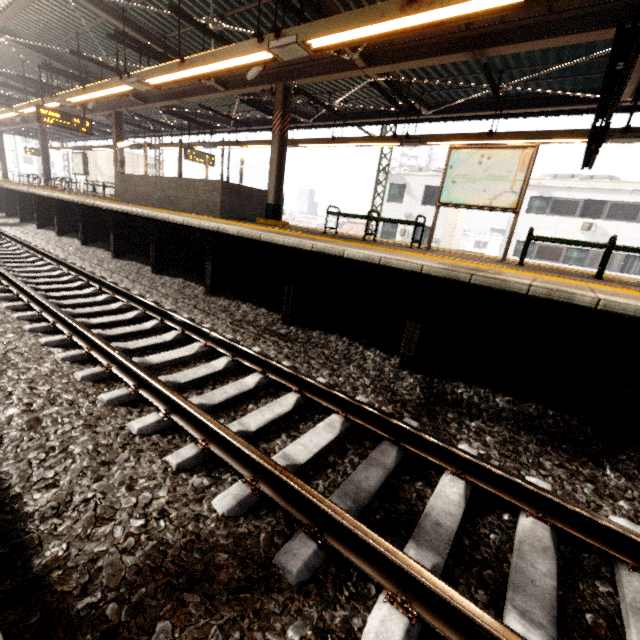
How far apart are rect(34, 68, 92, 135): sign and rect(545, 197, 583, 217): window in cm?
2554

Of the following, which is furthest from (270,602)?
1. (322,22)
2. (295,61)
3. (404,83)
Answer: (404,83)

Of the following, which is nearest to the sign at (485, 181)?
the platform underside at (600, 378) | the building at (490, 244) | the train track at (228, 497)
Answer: the platform underside at (600, 378)

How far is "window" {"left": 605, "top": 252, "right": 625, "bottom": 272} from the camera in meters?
19.9

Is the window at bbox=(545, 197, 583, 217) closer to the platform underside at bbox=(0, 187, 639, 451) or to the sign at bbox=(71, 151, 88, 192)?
the platform underside at bbox=(0, 187, 639, 451)

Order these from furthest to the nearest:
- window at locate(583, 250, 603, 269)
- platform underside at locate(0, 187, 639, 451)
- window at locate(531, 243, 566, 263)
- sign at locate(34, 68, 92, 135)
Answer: window at locate(531, 243, 566, 263), window at locate(583, 250, 603, 269), sign at locate(34, 68, 92, 135), platform underside at locate(0, 187, 639, 451)

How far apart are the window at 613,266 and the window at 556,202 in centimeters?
215cm

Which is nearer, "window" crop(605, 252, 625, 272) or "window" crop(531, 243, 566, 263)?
"window" crop(605, 252, 625, 272)
